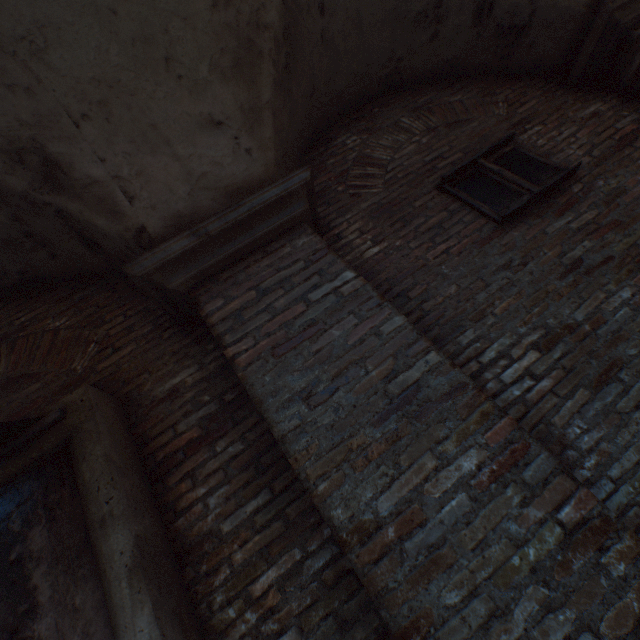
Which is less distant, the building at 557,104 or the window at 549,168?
the building at 557,104

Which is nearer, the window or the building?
the building

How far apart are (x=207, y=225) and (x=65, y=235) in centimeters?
140cm

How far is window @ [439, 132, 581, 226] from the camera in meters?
2.9 m

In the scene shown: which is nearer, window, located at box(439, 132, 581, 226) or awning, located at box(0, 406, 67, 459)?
awning, located at box(0, 406, 67, 459)

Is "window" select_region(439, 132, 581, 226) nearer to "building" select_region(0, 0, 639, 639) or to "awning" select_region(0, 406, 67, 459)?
"awning" select_region(0, 406, 67, 459)

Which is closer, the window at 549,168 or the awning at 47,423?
the awning at 47,423
